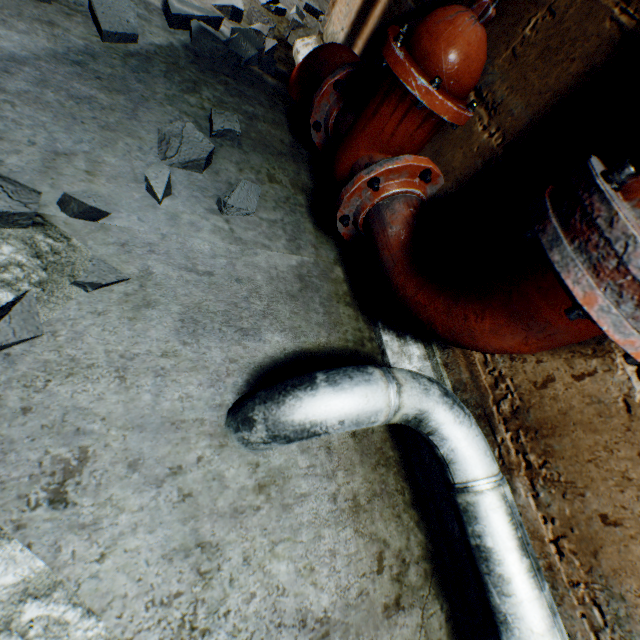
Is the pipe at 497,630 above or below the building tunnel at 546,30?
below

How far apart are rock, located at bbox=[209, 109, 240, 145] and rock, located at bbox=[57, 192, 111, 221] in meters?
0.7

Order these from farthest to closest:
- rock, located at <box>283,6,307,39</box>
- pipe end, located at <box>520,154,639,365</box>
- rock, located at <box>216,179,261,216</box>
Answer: rock, located at <box>283,6,307,39</box>, rock, located at <box>216,179,261,216</box>, pipe end, located at <box>520,154,639,365</box>

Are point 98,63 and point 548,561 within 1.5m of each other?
no

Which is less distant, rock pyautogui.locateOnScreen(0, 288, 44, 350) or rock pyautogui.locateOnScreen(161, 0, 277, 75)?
rock pyautogui.locateOnScreen(0, 288, 44, 350)

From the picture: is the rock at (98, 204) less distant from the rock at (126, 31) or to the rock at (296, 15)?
the rock at (126, 31)

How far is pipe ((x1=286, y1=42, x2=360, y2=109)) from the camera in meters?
1.3 m

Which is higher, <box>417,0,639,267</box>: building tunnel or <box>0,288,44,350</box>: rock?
<box>417,0,639,267</box>: building tunnel
